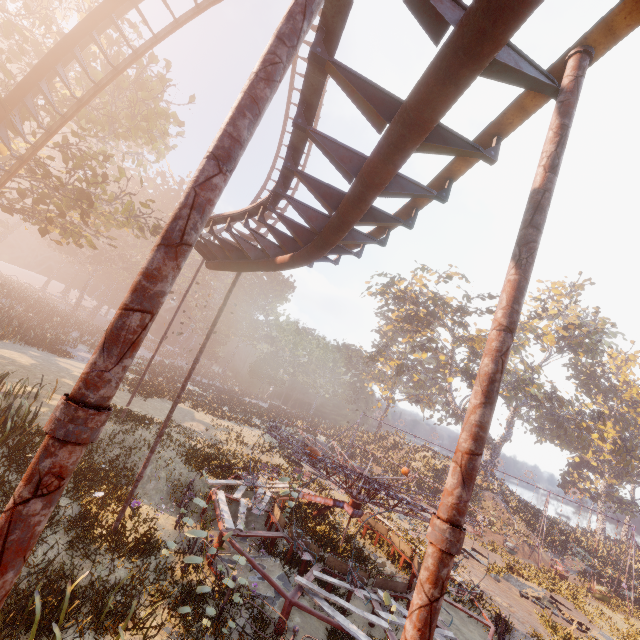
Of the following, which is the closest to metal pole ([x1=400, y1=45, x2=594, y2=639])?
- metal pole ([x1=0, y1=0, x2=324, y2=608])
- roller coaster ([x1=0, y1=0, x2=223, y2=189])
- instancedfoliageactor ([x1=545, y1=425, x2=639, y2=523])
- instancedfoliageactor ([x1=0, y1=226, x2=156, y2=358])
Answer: roller coaster ([x1=0, y1=0, x2=223, y2=189])

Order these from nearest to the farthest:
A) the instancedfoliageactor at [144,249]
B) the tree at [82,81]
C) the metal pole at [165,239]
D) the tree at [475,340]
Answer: the metal pole at [165,239], the tree at [82,81], the instancedfoliageactor at [144,249], the tree at [475,340]

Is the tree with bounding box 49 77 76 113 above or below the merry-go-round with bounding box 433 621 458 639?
above

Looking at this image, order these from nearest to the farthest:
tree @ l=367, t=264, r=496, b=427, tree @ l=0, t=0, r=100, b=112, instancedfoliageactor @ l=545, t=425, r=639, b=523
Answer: tree @ l=0, t=0, r=100, b=112
tree @ l=367, t=264, r=496, b=427
instancedfoliageactor @ l=545, t=425, r=639, b=523

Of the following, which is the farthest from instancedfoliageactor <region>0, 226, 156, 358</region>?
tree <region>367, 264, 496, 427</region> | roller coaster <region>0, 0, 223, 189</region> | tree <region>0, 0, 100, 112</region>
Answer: tree <region>367, 264, 496, 427</region>

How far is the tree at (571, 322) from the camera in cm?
3778

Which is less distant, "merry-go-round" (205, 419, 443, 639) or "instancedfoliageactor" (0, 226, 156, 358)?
"merry-go-round" (205, 419, 443, 639)

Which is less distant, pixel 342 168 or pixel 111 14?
pixel 342 168
